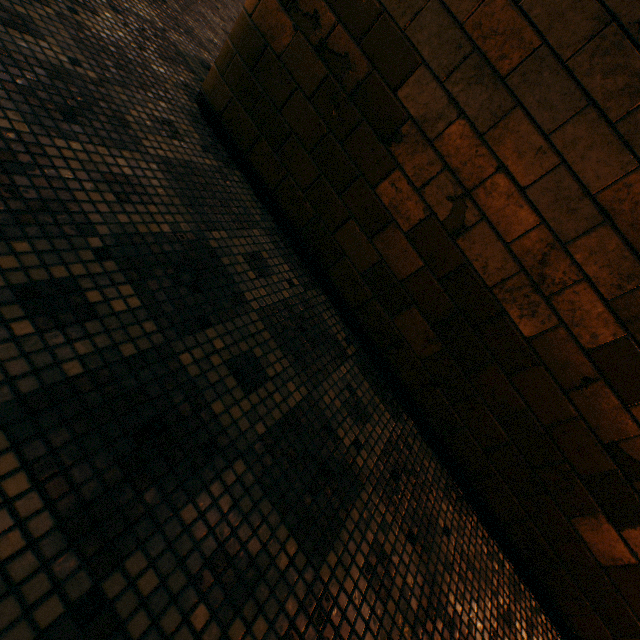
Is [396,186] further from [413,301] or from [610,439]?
[610,439]
